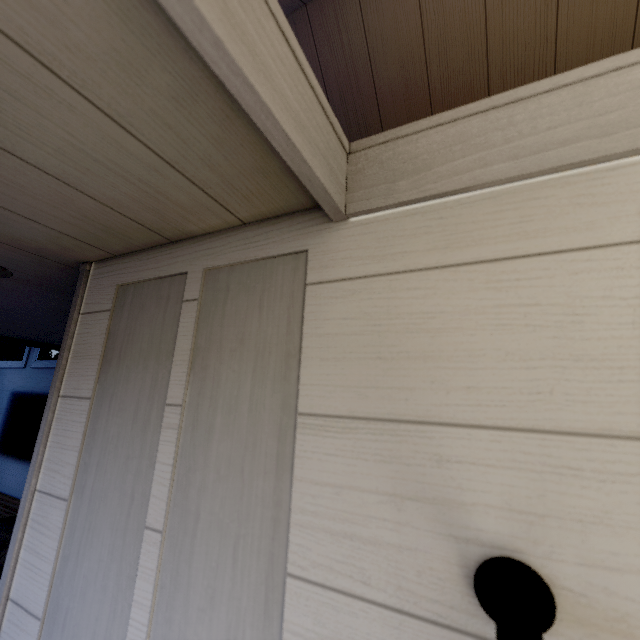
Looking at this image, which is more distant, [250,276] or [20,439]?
[20,439]
